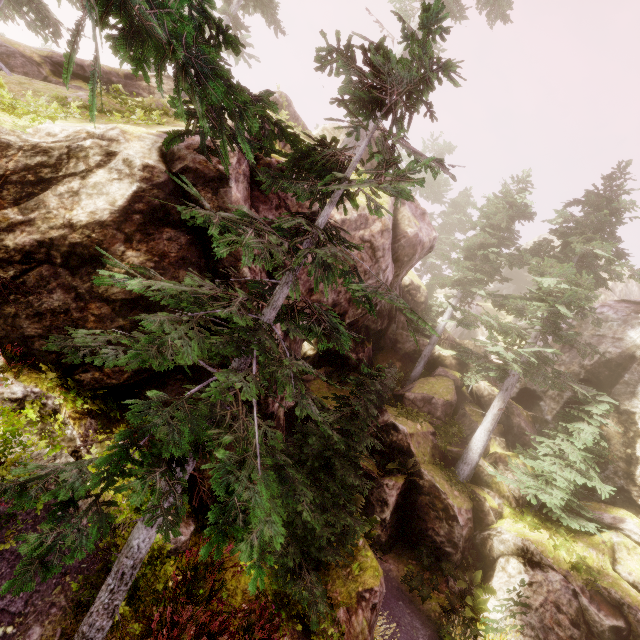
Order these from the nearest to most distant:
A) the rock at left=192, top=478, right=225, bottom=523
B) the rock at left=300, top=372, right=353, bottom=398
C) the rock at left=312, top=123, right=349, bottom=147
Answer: the rock at left=192, top=478, right=225, bottom=523, the rock at left=312, top=123, right=349, bottom=147, the rock at left=300, top=372, right=353, bottom=398

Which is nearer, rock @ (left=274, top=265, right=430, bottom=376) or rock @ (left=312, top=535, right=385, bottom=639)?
rock @ (left=312, top=535, right=385, bottom=639)

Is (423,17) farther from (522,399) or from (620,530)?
(522,399)

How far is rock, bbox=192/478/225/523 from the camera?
6.5 meters

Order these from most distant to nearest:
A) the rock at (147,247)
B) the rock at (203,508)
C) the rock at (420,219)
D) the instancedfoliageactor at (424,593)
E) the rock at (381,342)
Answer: the instancedfoliageactor at (424,593)
the rock at (420,219)
the rock at (381,342)
the rock at (203,508)
the rock at (147,247)

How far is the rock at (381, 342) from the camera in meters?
8.8 m
